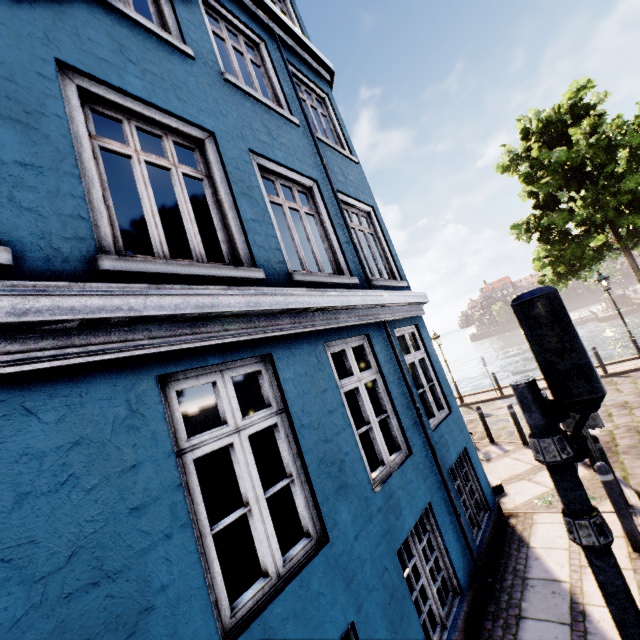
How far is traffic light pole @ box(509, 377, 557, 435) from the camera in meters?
2.1

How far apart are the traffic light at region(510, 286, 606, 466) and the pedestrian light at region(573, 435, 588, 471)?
0.1 meters

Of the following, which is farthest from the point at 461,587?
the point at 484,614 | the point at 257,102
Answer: the point at 257,102

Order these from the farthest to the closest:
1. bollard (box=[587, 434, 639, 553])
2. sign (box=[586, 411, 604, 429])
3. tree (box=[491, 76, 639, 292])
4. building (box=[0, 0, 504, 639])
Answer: tree (box=[491, 76, 639, 292]) → sign (box=[586, 411, 604, 429]) → bollard (box=[587, 434, 639, 553]) → building (box=[0, 0, 504, 639])

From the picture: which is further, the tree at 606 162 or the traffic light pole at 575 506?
the tree at 606 162

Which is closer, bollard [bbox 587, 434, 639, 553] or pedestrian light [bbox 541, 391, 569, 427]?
pedestrian light [bbox 541, 391, 569, 427]

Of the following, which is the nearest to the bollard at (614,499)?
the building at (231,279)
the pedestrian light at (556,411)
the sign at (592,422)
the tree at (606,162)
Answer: the sign at (592,422)

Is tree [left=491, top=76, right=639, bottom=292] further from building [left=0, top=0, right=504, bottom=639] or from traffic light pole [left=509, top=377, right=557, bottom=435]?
traffic light pole [left=509, top=377, right=557, bottom=435]
